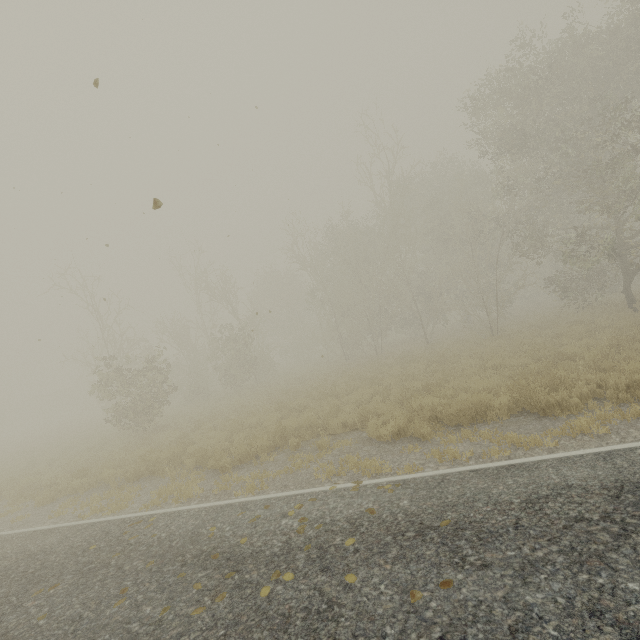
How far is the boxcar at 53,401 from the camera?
58.8m

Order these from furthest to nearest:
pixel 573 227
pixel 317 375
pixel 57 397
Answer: pixel 57 397 → pixel 317 375 → pixel 573 227

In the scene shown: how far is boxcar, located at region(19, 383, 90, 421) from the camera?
58.75m
